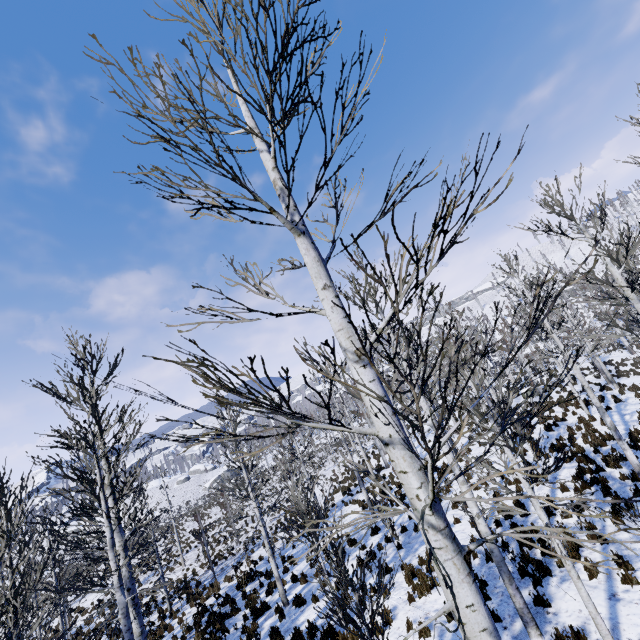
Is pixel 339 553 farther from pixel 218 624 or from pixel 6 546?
pixel 218 624
